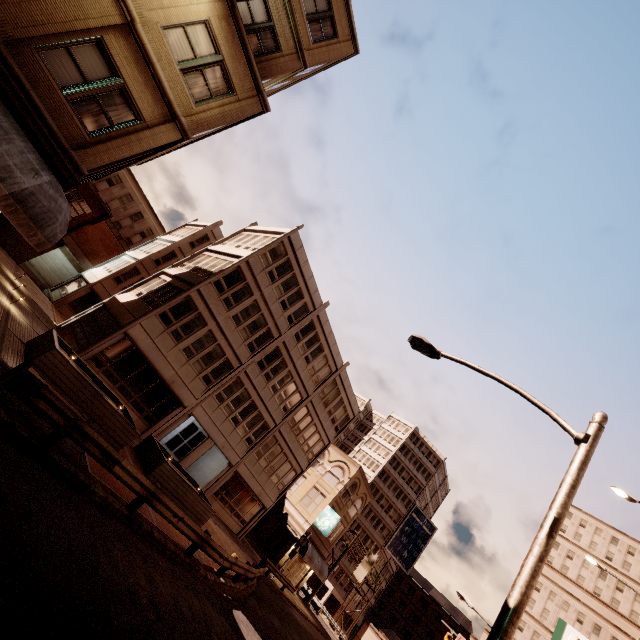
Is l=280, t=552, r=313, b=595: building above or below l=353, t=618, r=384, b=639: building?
below

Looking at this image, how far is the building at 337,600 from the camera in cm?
5494

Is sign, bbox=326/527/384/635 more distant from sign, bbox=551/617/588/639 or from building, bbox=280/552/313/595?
sign, bbox=551/617/588/639

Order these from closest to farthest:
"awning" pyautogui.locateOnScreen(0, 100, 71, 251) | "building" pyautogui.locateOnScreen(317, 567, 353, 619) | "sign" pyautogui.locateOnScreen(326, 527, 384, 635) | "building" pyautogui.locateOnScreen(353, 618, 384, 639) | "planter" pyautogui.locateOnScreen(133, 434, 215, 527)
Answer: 1. "awning" pyautogui.locateOnScreen(0, 100, 71, 251)
2. "planter" pyautogui.locateOnScreen(133, 434, 215, 527)
3. "sign" pyautogui.locateOnScreen(326, 527, 384, 635)
4. "building" pyautogui.locateOnScreen(317, 567, 353, 619)
5. "building" pyautogui.locateOnScreen(353, 618, 384, 639)

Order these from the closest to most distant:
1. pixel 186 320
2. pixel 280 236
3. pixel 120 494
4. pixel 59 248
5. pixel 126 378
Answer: pixel 120 494 → pixel 126 378 → pixel 186 320 → pixel 280 236 → pixel 59 248

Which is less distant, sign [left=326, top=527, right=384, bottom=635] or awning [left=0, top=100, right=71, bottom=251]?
awning [left=0, top=100, right=71, bottom=251]

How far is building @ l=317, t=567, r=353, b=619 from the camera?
54.9m

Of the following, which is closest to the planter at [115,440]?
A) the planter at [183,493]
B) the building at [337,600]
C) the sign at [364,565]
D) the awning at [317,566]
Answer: the planter at [183,493]
